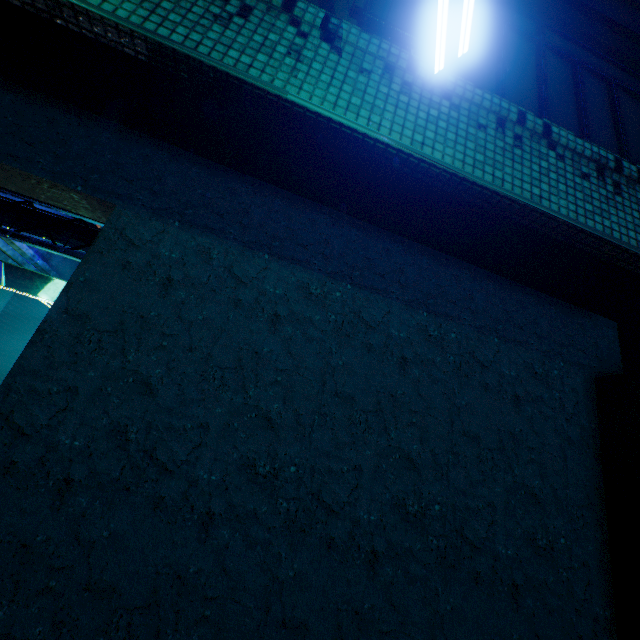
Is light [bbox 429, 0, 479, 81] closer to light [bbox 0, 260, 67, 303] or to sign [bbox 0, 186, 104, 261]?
sign [bbox 0, 186, 104, 261]

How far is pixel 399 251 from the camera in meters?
3.3

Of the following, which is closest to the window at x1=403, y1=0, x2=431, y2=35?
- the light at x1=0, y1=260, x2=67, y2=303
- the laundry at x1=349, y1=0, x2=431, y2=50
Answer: the laundry at x1=349, y1=0, x2=431, y2=50

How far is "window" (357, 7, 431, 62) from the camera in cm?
233

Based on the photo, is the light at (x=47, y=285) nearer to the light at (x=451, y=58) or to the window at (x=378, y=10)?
the window at (x=378, y=10)

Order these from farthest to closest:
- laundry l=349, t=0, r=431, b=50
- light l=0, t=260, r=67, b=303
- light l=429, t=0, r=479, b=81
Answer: light l=0, t=260, r=67, b=303
laundry l=349, t=0, r=431, b=50
light l=429, t=0, r=479, b=81

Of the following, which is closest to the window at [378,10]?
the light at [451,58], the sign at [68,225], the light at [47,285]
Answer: the light at [451,58]

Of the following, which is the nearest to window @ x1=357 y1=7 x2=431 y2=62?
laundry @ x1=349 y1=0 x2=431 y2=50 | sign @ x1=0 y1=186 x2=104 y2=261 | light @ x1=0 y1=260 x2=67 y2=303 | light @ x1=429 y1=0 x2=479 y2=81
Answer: laundry @ x1=349 y1=0 x2=431 y2=50
